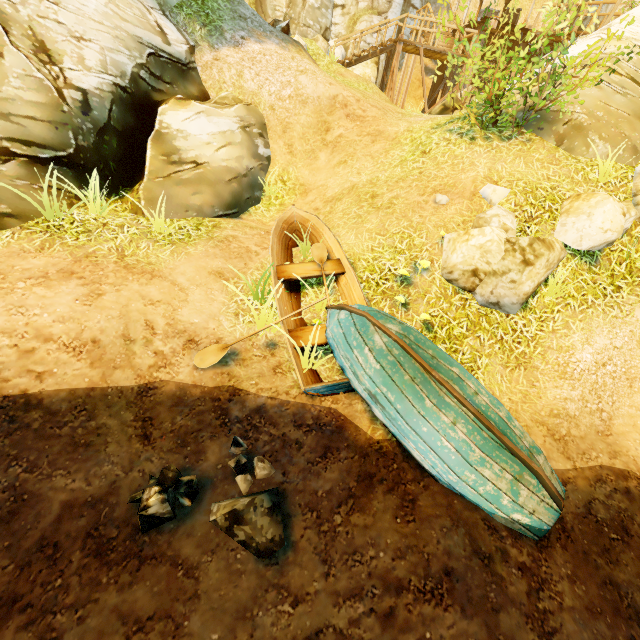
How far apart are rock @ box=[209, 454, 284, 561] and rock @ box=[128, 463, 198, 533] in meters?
0.2 m

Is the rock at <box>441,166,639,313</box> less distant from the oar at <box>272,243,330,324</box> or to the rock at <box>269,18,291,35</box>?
the oar at <box>272,243,330,324</box>

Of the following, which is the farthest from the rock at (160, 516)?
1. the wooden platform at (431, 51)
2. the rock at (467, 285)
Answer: the wooden platform at (431, 51)

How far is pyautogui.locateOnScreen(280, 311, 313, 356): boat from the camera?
5.0m

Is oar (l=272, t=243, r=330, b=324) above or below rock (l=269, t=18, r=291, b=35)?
below

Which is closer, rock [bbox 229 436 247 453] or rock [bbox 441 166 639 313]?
rock [bbox 229 436 247 453]

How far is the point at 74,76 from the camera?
5.9m

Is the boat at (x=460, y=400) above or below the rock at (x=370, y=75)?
below
